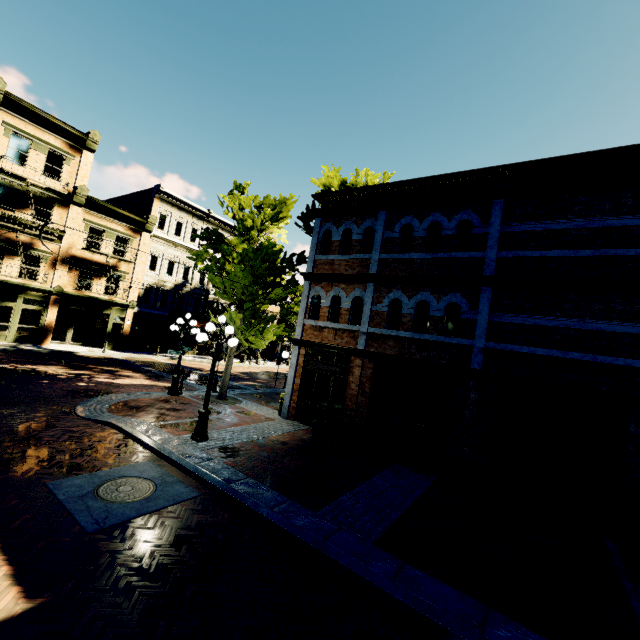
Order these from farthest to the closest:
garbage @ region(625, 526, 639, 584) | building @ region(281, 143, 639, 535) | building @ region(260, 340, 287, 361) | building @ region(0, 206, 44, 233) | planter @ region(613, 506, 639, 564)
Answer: building @ region(260, 340, 287, 361), building @ region(0, 206, 44, 233), building @ region(281, 143, 639, 535), planter @ region(613, 506, 639, 564), garbage @ region(625, 526, 639, 584)

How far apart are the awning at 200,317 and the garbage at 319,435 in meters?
20.3

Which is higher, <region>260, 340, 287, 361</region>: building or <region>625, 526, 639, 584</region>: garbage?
<region>260, 340, 287, 361</region>: building

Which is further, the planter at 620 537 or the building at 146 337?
the building at 146 337

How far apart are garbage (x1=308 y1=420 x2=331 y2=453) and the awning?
20.3 meters

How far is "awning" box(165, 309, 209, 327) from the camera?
27.77m

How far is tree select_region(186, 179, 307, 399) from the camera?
13.9m

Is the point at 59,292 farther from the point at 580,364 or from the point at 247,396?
the point at 580,364
